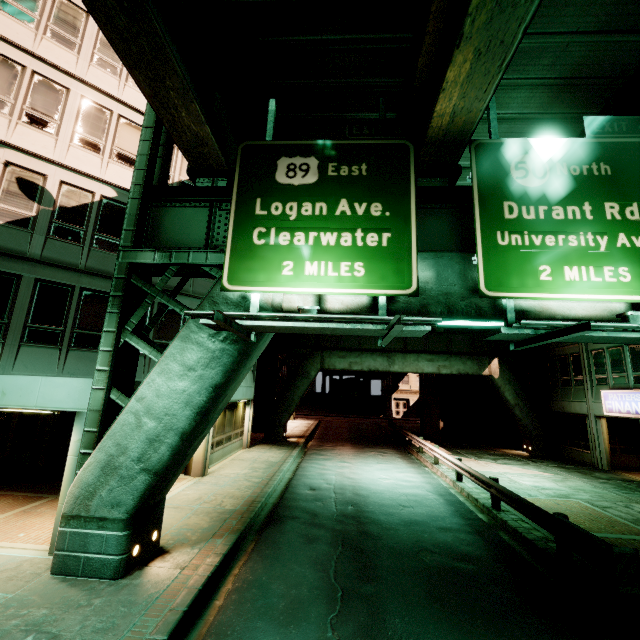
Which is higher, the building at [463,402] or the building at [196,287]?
the building at [196,287]

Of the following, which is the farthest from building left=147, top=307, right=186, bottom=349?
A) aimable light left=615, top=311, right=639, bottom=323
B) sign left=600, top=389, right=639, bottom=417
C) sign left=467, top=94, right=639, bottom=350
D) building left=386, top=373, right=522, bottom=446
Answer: sign left=600, top=389, right=639, bottom=417

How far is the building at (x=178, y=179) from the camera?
14.34m

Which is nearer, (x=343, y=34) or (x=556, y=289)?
(x=556, y=289)

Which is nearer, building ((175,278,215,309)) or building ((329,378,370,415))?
building ((175,278,215,309))

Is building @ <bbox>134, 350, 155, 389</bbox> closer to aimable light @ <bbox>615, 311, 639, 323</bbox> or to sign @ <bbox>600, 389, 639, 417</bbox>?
aimable light @ <bbox>615, 311, 639, 323</bbox>

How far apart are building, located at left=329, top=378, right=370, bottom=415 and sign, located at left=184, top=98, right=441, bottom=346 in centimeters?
4957cm

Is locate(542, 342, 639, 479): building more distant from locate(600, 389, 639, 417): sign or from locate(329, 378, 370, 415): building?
locate(329, 378, 370, 415): building
